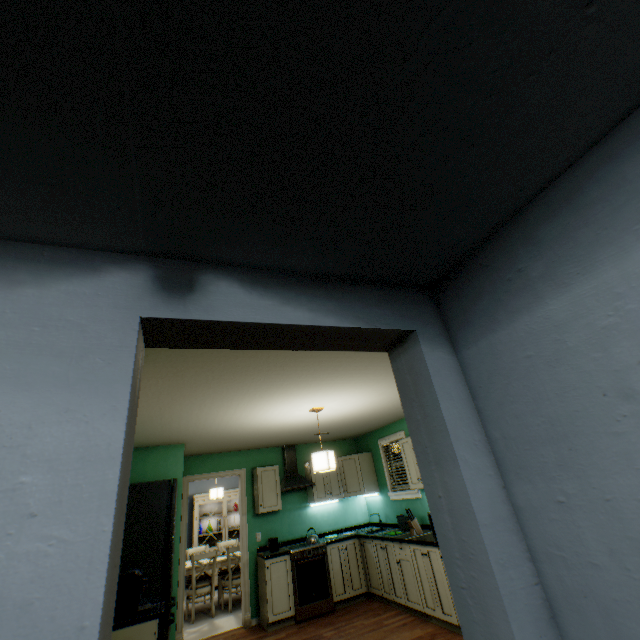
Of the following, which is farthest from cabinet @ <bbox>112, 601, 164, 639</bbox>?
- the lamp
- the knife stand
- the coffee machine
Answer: the knife stand

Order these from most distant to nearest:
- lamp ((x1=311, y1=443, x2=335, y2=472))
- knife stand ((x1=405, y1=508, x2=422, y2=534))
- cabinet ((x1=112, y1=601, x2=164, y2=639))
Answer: knife stand ((x1=405, y1=508, x2=422, y2=534)) < lamp ((x1=311, y1=443, x2=335, y2=472)) < cabinet ((x1=112, y1=601, x2=164, y2=639))

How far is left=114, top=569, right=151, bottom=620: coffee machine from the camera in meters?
2.9

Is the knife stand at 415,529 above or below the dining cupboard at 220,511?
below

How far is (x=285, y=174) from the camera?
0.76m

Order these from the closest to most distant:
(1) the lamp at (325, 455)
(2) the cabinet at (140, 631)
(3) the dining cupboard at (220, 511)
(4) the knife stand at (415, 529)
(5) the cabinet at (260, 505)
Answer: (2) the cabinet at (140, 631)
(1) the lamp at (325, 455)
(4) the knife stand at (415, 529)
(5) the cabinet at (260, 505)
(3) the dining cupboard at (220, 511)

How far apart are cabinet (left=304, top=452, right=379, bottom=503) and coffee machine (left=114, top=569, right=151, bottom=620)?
3.11m

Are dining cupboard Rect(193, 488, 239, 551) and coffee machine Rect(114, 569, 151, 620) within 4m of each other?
no
